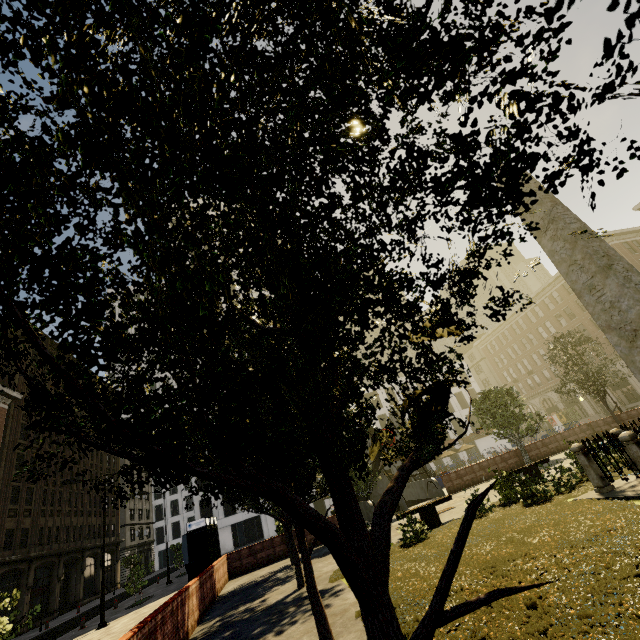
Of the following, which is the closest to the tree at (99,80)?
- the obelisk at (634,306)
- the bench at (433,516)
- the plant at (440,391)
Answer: the plant at (440,391)

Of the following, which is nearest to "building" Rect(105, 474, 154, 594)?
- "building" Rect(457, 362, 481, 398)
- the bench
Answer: "building" Rect(457, 362, 481, 398)

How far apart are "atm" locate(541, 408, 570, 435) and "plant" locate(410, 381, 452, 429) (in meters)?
60.88

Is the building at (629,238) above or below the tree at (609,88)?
above

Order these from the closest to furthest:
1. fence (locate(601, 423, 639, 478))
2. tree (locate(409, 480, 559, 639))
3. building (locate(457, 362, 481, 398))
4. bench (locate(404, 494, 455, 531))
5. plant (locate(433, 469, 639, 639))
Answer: tree (locate(409, 480, 559, 639)) < plant (locate(433, 469, 639, 639)) < fence (locate(601, 423, 639, 478)) < bench (locate(404, 494, 455, 531)) < building (locate(457, 362, 481, 398))

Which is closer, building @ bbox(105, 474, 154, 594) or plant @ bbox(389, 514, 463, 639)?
plant @ bbox(389, 514, 463, 639)

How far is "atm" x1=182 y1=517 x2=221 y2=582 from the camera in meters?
15.7

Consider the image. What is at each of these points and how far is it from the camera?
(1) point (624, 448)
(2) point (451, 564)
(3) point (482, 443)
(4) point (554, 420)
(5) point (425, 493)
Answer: (1) fence, 10.33m
(2) tree, 1.67m
(3) building, 54.75m
(4) atm, 51.25m
(5) underground building, 25.20m
